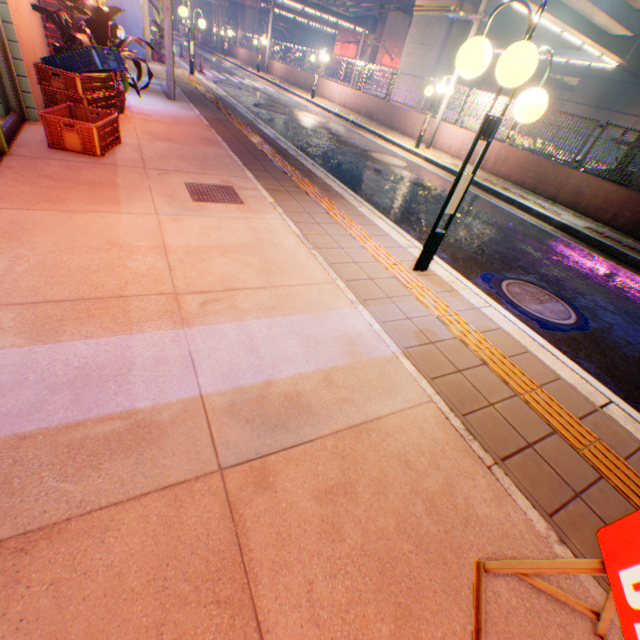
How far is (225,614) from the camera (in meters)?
1.21

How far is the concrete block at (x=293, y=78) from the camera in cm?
2208

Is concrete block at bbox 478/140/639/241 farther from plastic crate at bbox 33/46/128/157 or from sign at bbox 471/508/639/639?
plastic crate at bbox 33/46/128/157

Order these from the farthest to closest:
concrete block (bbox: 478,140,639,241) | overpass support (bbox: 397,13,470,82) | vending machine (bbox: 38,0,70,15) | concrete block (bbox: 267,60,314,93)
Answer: concrete block (bbox: 267,60,314,93)
overpass support (bbox: 397,13,470,82)
concrete block (bbox: 478,140,639,241)
vending machine (bbox: 38,0,70,15)

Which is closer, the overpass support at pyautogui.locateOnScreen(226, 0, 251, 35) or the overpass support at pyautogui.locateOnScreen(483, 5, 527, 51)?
the overpass support at pyautogui.locateOnScreen(483, 5, 527, 51)

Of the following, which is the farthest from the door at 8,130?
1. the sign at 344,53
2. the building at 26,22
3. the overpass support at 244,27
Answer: the sign at 344,53

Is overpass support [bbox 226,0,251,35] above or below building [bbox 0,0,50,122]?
above

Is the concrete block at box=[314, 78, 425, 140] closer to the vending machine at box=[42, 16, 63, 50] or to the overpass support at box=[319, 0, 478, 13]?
the overpass support at box=[319, 0, 478, 13]
